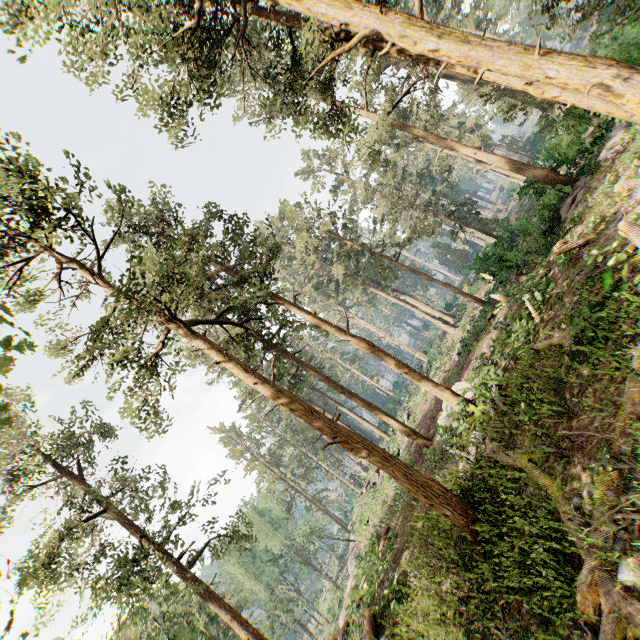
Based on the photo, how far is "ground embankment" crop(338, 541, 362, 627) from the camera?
18.6 meters

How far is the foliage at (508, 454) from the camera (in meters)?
8.50

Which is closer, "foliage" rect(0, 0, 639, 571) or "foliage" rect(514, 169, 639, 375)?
"foliage" rect(514, 169, 639, 375)

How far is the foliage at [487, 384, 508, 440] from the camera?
10.36m

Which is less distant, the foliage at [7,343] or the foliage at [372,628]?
the foliage at [7,343]

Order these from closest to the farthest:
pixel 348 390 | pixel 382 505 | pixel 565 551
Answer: pixel 565 551
pixel 348 390
pixel 382 505

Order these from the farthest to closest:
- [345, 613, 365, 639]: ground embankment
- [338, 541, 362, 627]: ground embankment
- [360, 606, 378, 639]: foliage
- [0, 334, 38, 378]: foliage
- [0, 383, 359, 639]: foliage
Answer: [338, 541, 362, 627]: ground embankment
[0, 383, 359, 639]: foliage
[345, 613, 365, 639]: ground embankment
[360, 606, 378, 639]: foliage
[0, 334, 38, 378]: foliage
